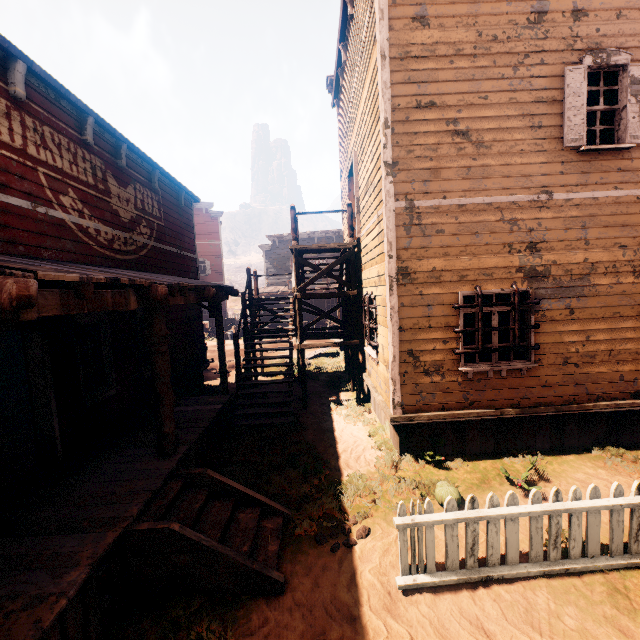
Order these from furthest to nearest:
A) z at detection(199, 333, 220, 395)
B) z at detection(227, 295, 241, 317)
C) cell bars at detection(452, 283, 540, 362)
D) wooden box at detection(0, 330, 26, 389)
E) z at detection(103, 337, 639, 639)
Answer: z at detection(227, 295, 241, 317)
z at detection(199, 333, 220, 395)
wooden box at detection(0, 330, 26, 389)
cell bars at detection(452, 283, 540, 362)
z at detection(103, 337, 639, 639)

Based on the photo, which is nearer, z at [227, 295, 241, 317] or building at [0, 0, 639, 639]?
building at [0, 0, 639, 639]

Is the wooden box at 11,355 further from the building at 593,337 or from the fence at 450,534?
the fence at 450,534

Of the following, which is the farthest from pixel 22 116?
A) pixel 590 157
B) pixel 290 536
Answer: pixel 590 157

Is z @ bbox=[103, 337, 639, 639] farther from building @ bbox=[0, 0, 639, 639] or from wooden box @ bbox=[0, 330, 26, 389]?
wooden box @ bbox=[0, 330, 26, 389]

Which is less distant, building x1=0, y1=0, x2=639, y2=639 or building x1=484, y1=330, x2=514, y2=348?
building x1=0, y1=0, x2=639, y2=639

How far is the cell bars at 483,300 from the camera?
6.0 meters

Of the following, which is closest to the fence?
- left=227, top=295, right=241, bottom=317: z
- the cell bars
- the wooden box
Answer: left=227, top=295, right=241, bottom=317: z
